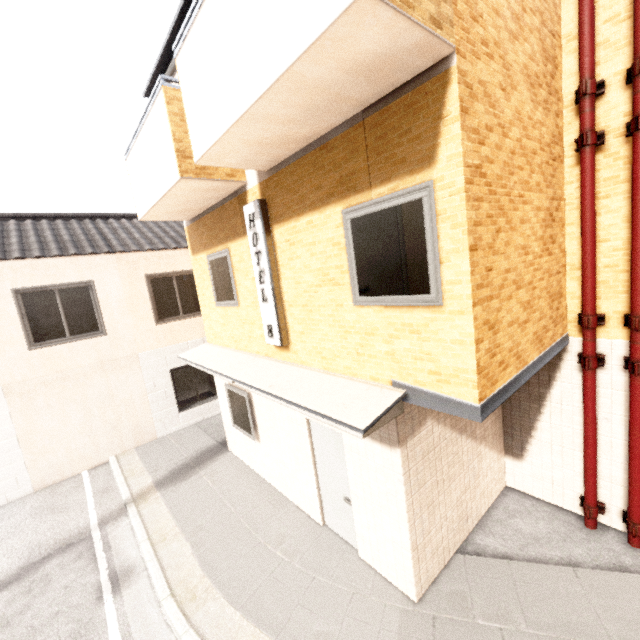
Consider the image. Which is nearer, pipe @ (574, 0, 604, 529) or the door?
pipe @ (574, 0, 604, 529)

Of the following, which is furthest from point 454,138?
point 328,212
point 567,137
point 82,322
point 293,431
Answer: point 82,322

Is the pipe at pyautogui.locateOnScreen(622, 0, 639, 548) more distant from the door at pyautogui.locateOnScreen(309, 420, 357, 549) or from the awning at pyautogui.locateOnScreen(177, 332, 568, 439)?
the door at pyautogui.locateOnScreen(309, 420, 357, 549)

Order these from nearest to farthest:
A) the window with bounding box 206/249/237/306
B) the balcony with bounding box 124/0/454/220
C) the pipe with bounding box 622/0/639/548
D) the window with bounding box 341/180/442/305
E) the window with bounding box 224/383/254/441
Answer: the balcony with bounding box 124/0/454/220 → the window with bounding box 341/180/442/305 → the pipe with bounding box 622/0/639/548 → the window with bounding box 206/249/237/306 → the window with bounding box 224/383/254/441

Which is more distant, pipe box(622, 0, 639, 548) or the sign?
the sign

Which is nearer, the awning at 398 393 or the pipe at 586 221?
the awning at 398 393

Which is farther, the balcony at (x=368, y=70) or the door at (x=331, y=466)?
the door at (x=331, y=466)

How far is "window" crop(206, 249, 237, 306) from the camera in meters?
6.5 m
